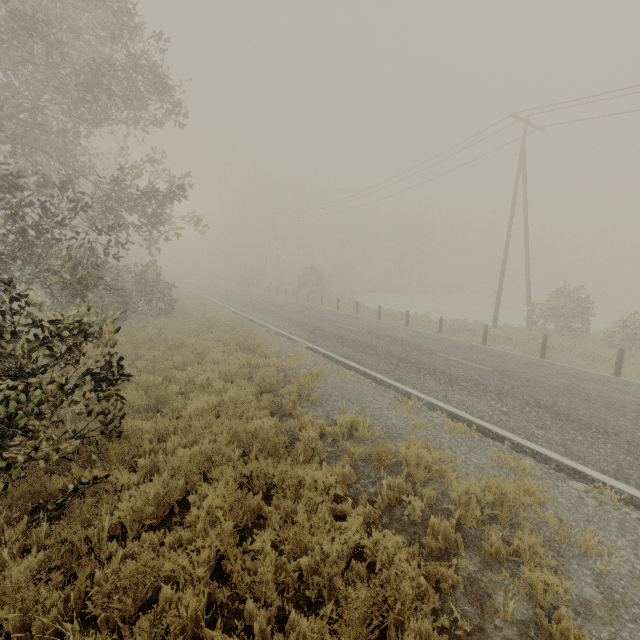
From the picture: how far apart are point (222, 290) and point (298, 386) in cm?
3297

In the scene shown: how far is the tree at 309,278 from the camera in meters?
37.9

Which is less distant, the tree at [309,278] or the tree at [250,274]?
the tree at [309,278]

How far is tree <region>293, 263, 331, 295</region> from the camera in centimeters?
3794cm

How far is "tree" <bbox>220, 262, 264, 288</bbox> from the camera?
50.4m

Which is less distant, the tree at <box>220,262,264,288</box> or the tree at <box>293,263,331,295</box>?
the tree at <box>293,263,331,295</box>
